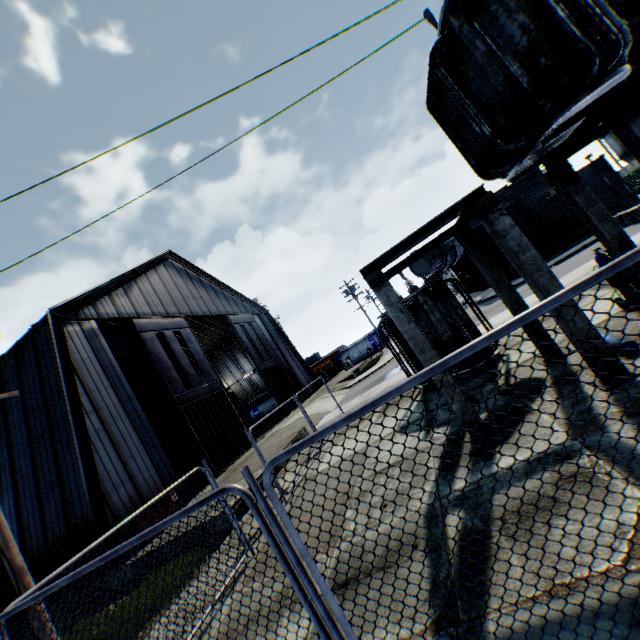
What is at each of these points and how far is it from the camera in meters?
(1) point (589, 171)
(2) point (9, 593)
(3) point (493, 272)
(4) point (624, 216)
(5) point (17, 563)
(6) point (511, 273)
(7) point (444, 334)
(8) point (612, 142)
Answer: (1) building, 26.7 m
(2) building, 13.0 m
(3) concrete support, 7.1 m
(4) concrete block, 19.0 m
(5) electric pole, 5.5 m
(6) building, 27.6 m
(7) electrical compensator, 9.6 m
(8) vertical tank, 49.2 m

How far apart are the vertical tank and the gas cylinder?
60.7m

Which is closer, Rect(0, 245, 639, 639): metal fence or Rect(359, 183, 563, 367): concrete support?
Rect(0, 245, 639, 639): metal fence

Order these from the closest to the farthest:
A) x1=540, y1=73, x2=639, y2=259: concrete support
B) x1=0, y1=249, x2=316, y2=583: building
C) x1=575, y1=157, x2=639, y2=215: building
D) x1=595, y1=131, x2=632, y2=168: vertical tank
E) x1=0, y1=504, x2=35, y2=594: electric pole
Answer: x1=540, y1=73, x2=639, y2=259: concrete support → x1=0, y1=504, x2=35, y2=594: electric pole → x1=0, y1=249, x2=316, y2=583: building → x1=575, y1=157, x2=639, y2=215: building → x1=595, y1=131, x2=632, y2=168: vertical tank

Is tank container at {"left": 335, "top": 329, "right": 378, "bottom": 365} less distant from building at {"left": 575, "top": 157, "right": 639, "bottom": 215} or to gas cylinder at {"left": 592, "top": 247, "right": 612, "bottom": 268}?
building at {"left": 575, "top": 157, "right": 639, "bottom": 215}

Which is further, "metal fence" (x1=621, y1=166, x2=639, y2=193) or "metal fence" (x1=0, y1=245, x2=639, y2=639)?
"metal fence" (x1=621, y1=166, x2=639, y2=193)

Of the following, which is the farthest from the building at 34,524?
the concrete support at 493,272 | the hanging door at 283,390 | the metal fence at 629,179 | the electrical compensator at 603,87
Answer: the electrical compensator at 603,87

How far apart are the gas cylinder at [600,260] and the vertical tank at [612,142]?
60.73m
